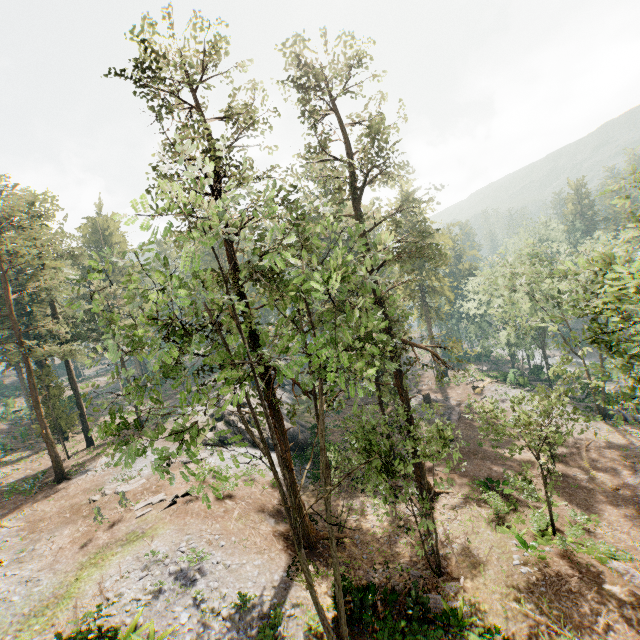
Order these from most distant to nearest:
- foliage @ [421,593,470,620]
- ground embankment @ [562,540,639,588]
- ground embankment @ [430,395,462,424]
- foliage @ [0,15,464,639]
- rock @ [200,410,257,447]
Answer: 1. ground embankment @ [430,395,462,424]
2. rock @ [200,410,257,447]
3. ground embankment @ [562,540,639,588]
4. foliage @ [421,593,470,620]
5. foliage @ [0,15,464,639]

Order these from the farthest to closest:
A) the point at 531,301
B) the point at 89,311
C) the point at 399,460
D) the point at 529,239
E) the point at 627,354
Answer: the point at 531,301 → the point at 89,311 → the point at 529,239 → the point at 399,460 → the point at 627,354

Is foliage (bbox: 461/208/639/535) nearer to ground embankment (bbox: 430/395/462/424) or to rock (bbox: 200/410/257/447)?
ground embankment (bbox: 430/395/462/424)

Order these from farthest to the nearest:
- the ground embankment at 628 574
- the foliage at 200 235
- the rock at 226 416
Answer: the rock at 226 416 → the ground embankment at 628 574 → the foliage at 200 235

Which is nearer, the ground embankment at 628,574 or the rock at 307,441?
the ground embankment at 628,574

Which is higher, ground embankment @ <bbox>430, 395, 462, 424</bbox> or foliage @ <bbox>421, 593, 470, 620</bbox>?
foliage @ <bbox>421, 593, 470, 620</bbox>

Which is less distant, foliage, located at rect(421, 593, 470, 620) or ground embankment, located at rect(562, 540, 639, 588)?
foliage, located at rect(421, 593, 470, 620)

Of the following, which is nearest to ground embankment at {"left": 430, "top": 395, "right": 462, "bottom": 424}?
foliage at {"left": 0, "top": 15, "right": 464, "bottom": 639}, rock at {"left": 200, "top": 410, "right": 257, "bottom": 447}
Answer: foliage at {"left": 0, "top": 15, "right": 464, "bottom": 639}
